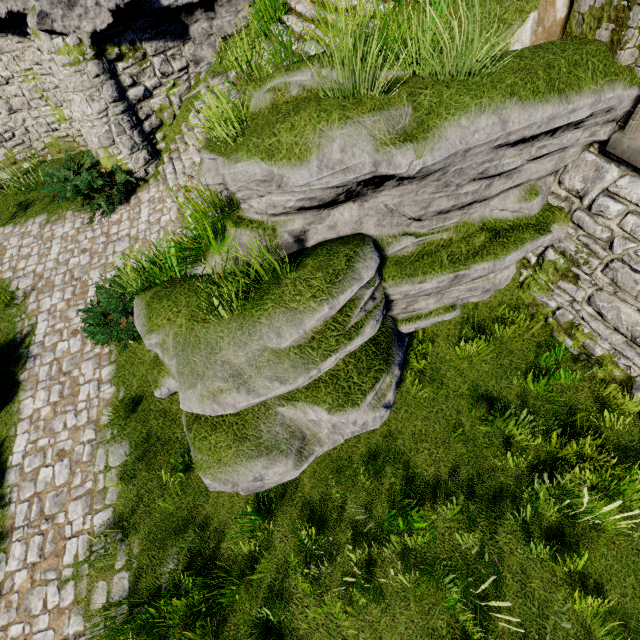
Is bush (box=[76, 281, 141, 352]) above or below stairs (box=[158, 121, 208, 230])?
below

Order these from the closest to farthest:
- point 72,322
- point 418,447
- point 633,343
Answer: point 633,343 < point 418,447 < point 72,322

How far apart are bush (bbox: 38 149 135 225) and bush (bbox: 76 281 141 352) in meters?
3.0

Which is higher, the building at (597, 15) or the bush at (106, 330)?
the building at (597, 15)

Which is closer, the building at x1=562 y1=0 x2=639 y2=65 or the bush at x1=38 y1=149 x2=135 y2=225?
the building at x1=562 y1=0 x2=639 y2=65

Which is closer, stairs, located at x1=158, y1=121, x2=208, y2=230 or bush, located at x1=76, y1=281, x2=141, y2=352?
bush, located at x1=76, y1=281, x2=141, y2=352

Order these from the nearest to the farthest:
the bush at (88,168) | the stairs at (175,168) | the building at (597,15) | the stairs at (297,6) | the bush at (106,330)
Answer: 1. the building at (597,15)
2. the bush at (106,330)
3. the stairs at (297,6)
4. the stairs at (175,168)
5. the bush at (88,168)

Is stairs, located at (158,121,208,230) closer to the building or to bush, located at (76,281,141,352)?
bush, located at (76,281,141,352)
